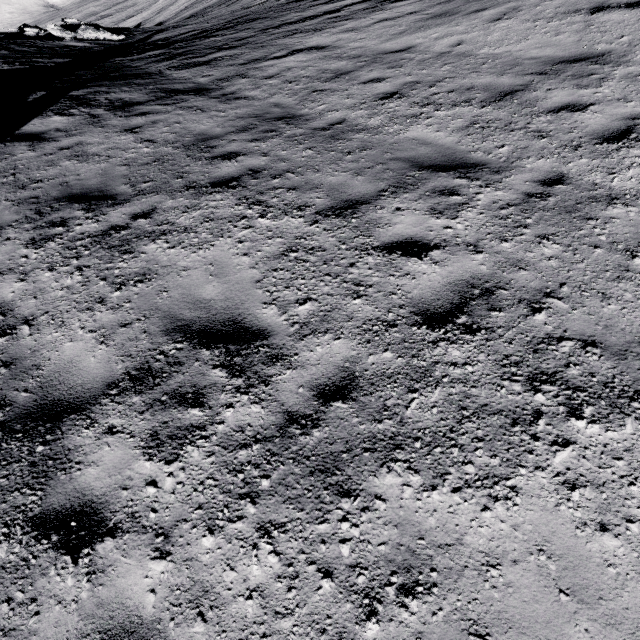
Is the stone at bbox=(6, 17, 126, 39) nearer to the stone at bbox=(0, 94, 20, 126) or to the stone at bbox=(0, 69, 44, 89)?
the stone at bbox=(0, 69, 44, 89)

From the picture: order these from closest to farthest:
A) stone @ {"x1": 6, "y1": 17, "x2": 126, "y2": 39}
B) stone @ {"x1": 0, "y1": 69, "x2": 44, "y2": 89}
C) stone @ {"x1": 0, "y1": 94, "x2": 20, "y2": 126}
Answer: stone @ {"x1": 0, "y1": 94, "x2": 20, "y2": 126} < stone @ {"x1": 0, "y1": 69, "x2": 44, "y2": 89} < stone @ {"x1": 6, "y1": 17, "x2": 126, "y2": 39}

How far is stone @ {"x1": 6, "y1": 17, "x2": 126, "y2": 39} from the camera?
21.5 meters

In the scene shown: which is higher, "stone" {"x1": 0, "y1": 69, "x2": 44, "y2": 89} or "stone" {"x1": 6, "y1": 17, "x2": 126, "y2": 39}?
"stone" {"x1": 0, "y1": 69, "x2": 44, "y2": 89}

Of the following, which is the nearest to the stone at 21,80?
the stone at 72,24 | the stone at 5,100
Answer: the stone at 5,100

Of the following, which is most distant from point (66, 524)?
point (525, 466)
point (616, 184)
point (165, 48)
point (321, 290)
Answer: point (165, 48)

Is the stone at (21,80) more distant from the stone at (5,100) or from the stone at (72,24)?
the stone at (72,24)

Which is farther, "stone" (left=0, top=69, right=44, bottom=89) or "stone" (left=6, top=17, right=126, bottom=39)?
"stone" (left=6, top=17, right=126, bottom=39)
